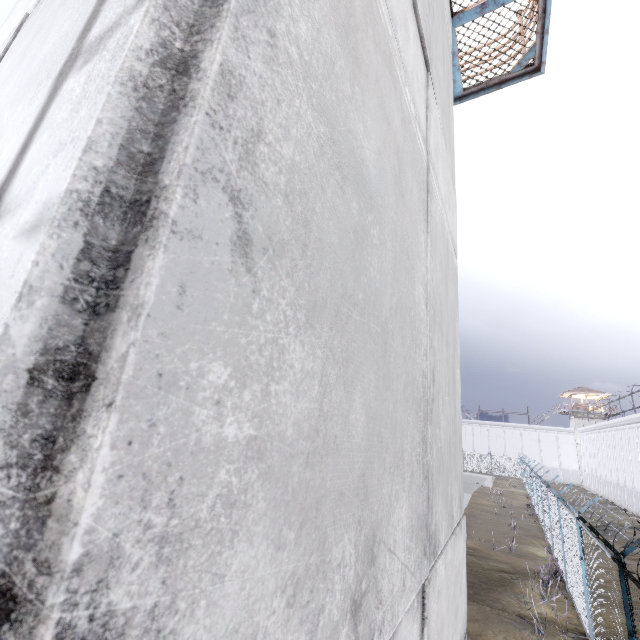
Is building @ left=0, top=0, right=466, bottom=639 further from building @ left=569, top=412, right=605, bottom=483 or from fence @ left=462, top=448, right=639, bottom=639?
building @ left=569, top=412, right=605, bottom=483

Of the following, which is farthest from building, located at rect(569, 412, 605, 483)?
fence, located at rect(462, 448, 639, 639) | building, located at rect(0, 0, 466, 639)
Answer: building, located at rect(0, 0, 466, 639)

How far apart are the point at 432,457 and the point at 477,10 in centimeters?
755cm

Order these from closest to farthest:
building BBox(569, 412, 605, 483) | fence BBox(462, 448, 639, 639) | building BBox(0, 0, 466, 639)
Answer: building BBox(0, 0, 466, 639)
fence BBox(462, 448, 639, 639)
building BBox(569, 412, 605, 483)

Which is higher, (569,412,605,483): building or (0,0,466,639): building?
(569,412,605,483): building

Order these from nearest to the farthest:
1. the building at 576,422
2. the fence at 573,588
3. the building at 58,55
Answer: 1. the building at 58,55
2. the fence at 573,588
3. the building at 576,422

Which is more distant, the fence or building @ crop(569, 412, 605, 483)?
building @ crop(569, 412, 605, 483)

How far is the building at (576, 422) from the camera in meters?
50.1 m
